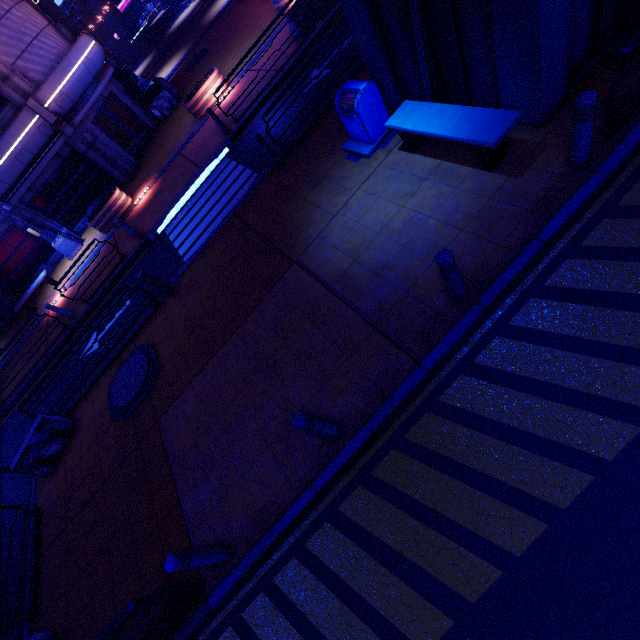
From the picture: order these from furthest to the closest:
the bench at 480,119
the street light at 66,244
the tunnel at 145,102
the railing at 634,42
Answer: the tunnel at 145,102
the street light at 66,244
the bench at 480,119
the railing at 634,42

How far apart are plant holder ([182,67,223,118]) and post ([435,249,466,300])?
15.9m

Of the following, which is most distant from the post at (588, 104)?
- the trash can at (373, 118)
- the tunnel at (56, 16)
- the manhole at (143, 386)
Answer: the tunnel at (56, 16)

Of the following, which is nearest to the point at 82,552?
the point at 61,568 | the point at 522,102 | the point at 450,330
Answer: the point at 61,568

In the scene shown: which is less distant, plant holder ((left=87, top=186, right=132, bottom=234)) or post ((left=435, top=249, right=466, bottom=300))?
post ((left=435, top=249, right=466, bottom=300))

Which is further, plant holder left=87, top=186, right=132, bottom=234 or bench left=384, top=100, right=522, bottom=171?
plant holder left=87, top=186, right=132, bottom=234

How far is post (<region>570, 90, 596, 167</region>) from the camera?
4.0 meters

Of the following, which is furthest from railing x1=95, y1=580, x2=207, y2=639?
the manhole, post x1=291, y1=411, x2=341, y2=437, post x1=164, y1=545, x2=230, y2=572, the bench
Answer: the bench
